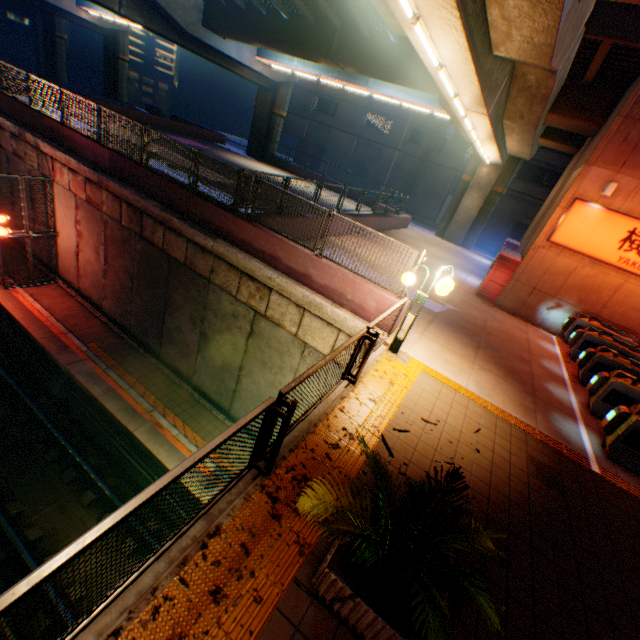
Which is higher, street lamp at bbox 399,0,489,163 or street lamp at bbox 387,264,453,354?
street lamp at bbox 399,0,489,163

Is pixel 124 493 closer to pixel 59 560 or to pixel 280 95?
pixel 59 560

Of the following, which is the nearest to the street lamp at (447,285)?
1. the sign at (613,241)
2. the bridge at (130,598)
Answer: the bridge at (130,598)

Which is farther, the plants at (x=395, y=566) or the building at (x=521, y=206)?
the building at (x=521, y=206)

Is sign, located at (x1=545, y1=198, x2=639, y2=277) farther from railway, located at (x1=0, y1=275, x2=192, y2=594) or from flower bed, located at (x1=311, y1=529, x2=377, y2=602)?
railway, located at (x1=0, y1=275, x2=192, y2=594)

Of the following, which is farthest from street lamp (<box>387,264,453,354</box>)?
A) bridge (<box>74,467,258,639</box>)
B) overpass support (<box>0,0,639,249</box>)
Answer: overpass support (<box>0,0,639,249</box>)

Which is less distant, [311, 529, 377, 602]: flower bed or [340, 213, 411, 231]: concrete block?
[311, 529, 377, 602]: flower bed

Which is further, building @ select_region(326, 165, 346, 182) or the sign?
building @ select_region(326, 165, 346, 182)
